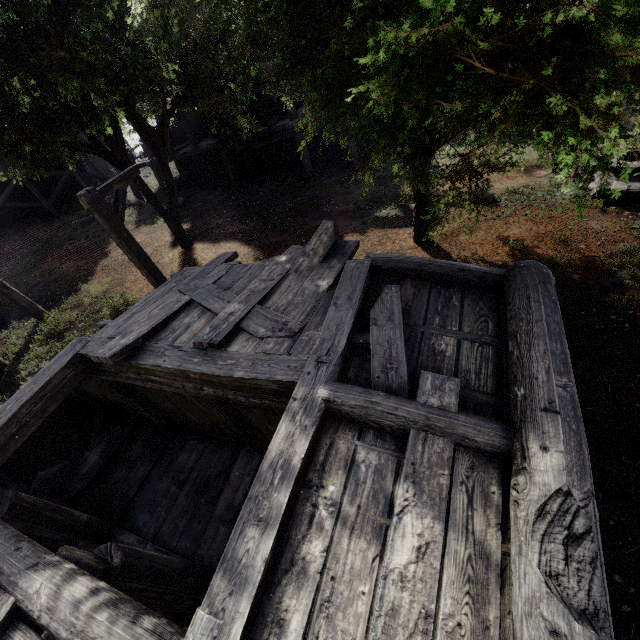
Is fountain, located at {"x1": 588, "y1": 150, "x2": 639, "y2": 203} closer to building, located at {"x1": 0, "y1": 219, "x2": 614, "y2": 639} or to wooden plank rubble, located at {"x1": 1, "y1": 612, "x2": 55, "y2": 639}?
building, located at {"x1": 0, "y1": 219, "x2": 614, "y2": 639}

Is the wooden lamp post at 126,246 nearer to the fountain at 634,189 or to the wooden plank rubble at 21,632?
the wooden plank rubble at 21,632

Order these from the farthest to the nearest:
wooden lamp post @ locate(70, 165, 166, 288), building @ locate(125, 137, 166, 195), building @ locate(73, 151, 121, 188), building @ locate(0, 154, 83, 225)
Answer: building @ locate(73, 151, 121, 188) → building @ locate(0, 154, 83, 225) → building @ locate(125, 137, 166, 195) → wooden lamp post @ locate(70, 165, 166, 288)

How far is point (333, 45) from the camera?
4.7m

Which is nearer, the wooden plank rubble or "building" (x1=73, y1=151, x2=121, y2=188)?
the wooden plank rubble

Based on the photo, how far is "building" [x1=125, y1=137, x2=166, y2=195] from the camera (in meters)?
17.83

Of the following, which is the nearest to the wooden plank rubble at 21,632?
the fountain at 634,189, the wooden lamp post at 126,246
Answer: the wooden lamp post at 126,246

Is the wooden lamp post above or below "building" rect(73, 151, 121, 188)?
above
